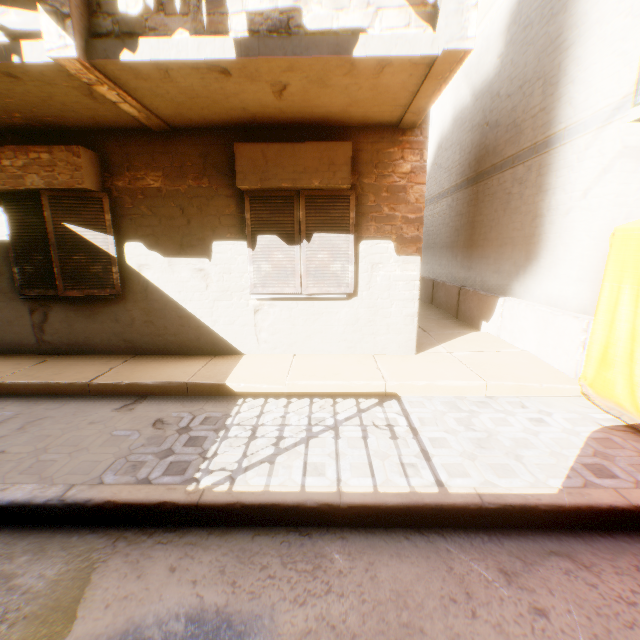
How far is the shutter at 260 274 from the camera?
4.84m

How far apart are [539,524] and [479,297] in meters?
5.5 m

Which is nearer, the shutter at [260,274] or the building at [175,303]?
the building at [175,303]

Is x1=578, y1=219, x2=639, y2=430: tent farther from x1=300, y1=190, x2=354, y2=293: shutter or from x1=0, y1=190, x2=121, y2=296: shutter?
x1=0, y1=190, x2=121, y2=296: shutter

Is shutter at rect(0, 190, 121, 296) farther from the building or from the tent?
the tent

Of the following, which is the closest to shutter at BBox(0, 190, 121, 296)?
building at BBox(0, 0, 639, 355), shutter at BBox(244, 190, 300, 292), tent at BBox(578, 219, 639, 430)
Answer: building at BBox(0, 0, 639, 355)

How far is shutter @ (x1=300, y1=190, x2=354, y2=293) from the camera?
4.8m

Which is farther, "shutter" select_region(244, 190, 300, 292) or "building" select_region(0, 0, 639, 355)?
"shutter" select_region(244, 190, 300, 292)
